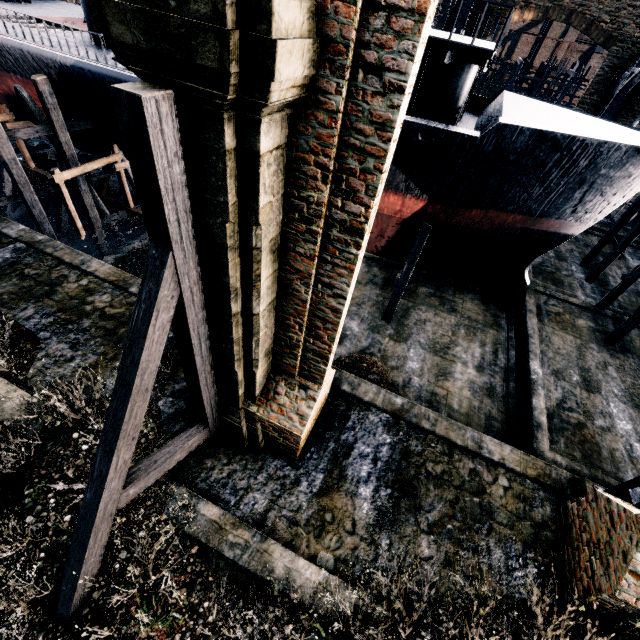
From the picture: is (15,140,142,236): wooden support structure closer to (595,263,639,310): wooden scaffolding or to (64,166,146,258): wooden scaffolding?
(64,166,146,258): wooden scaffolding

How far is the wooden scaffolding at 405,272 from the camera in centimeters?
1576cm

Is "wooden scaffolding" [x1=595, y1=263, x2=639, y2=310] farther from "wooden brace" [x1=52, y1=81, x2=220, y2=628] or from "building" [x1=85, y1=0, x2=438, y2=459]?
"building" [x1=85, y1=0, x2=438, y2=459]

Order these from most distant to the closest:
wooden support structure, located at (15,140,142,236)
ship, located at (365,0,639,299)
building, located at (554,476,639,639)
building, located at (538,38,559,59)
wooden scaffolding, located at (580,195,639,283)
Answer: building, located at (538,38,559,59) → wooden scaffolding, located at (580,195,639,283) → wooden support structure, located at (15,140,142,236) → ship, located at (365,0,639,299) → building, located at (554,476,639,639)

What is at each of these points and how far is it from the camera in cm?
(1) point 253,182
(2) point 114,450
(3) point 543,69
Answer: (1) building, 465
(2) wooden brace, 559
(3) ship construction, 3209

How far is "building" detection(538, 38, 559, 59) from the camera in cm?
5844

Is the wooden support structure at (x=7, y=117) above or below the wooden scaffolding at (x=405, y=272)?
above

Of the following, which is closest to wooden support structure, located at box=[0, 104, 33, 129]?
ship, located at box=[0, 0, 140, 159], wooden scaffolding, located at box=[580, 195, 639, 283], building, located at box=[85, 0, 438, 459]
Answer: ship, located at box=[0, 0, 140, 159]
